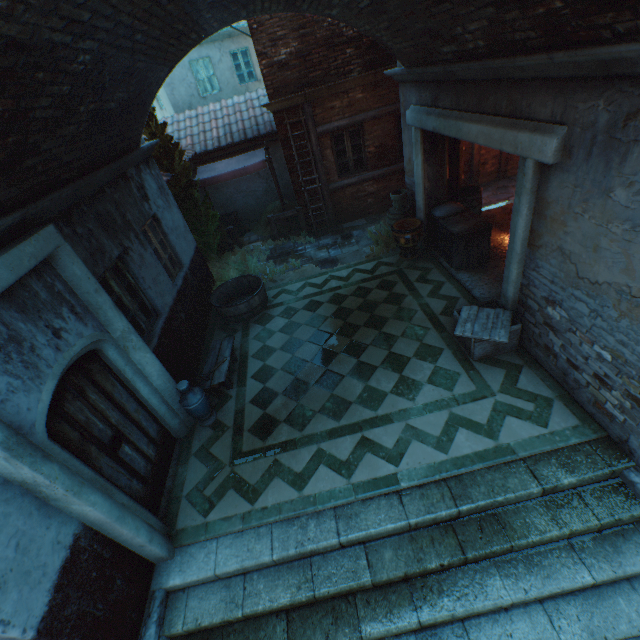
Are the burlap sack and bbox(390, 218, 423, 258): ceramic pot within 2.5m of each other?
yes

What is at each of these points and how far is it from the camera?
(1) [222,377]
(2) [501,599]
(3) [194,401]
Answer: (1) table, 5.9m
(2) stairs, 3.4m
(3) ceramic pot, 5.2m

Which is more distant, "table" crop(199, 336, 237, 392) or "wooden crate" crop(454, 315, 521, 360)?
"table" crop(199, 336, 237, 392)

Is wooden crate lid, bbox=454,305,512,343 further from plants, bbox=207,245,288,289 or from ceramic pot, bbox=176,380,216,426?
plants, bbox=207,245,288,289

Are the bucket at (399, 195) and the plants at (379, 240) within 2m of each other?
yes

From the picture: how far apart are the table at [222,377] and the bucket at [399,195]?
5.32m

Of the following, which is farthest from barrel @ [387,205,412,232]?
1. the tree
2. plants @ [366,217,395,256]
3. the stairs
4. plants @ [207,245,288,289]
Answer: the stairs

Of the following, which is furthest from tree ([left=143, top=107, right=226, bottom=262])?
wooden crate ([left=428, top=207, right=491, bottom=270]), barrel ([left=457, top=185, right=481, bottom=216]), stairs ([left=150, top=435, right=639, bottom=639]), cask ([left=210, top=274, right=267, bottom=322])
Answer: stairs ([left=150, top=435, right=639, bottom=639])
